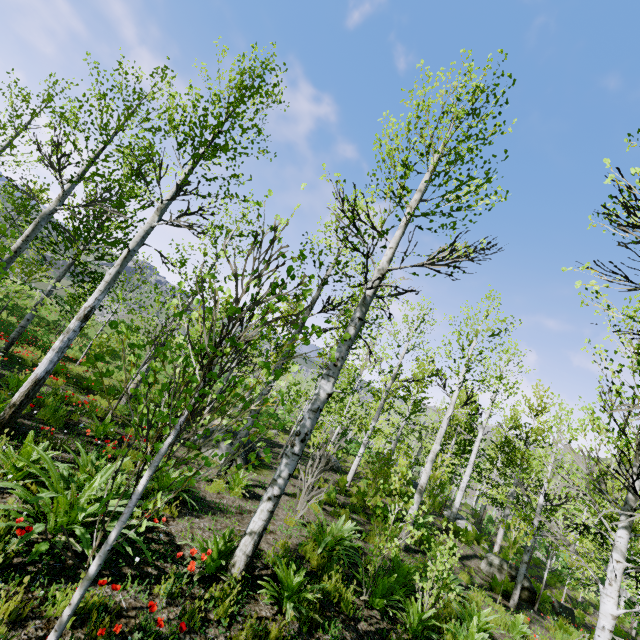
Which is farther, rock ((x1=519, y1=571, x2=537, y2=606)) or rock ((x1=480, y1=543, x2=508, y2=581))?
rock ((x1=480, y1=543, x2=508, y2=581))

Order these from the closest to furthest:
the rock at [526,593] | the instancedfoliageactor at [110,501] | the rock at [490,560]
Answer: the instancedfoliageactor at [110,501], the rock at [526,593], the rock at [490,560]

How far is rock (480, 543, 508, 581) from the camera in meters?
12.0 m

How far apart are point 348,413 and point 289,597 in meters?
3.5 m

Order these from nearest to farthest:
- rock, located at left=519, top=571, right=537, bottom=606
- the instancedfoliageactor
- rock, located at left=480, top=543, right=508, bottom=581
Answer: the instancedfoliageactor < rock, located at left=519, top=571, right=537, bottom=606 < rock, located at left=480, top=543, right=508, bottom=581

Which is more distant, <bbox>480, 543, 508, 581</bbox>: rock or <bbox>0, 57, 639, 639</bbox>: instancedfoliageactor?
<bbox>480, 543, 508, 581</bbox>: rock

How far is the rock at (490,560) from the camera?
11.98m
